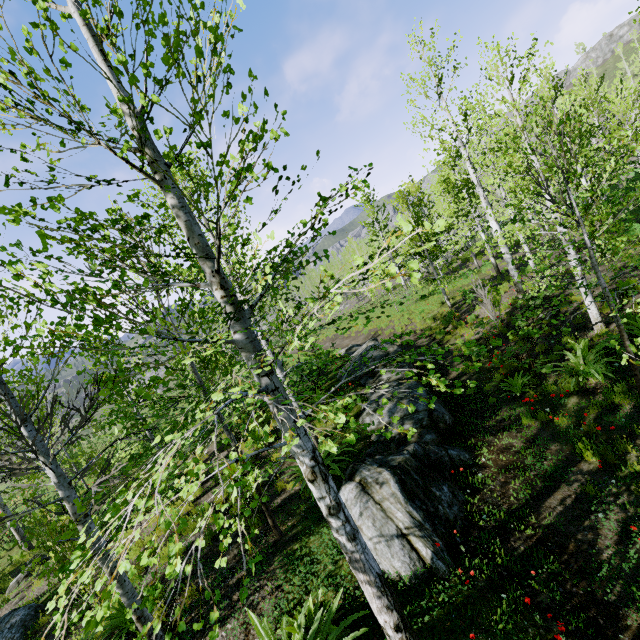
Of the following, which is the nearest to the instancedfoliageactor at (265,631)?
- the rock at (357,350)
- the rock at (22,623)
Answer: the rock at (357,350)

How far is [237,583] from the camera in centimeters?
545cm

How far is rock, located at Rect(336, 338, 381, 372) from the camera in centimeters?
1361cm

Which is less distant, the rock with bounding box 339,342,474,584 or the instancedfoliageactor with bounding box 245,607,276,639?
the instancedfoliageactor with bounding box 245,607,276,639

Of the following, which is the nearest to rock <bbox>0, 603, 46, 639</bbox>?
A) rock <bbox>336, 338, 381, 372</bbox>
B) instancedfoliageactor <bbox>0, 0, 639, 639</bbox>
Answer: instancedfoliageactor <bbox>0, 0, 639, 639</bbox>

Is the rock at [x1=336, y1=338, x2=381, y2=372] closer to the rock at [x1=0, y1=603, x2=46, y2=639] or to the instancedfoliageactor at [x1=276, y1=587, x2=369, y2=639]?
the instancedfoliageactor at [x1=276, y1=587, x2=369, y2=639]

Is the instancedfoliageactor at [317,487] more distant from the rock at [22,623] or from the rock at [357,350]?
the rock at [22,623]
